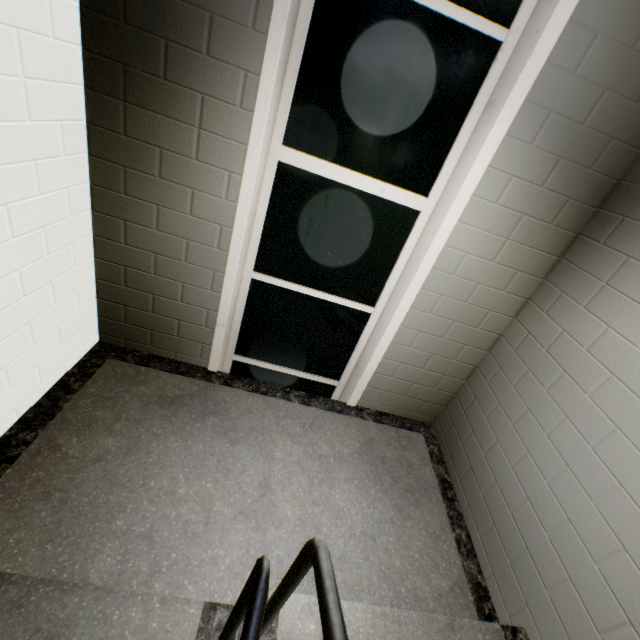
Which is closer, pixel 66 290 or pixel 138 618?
pixel 138 618
